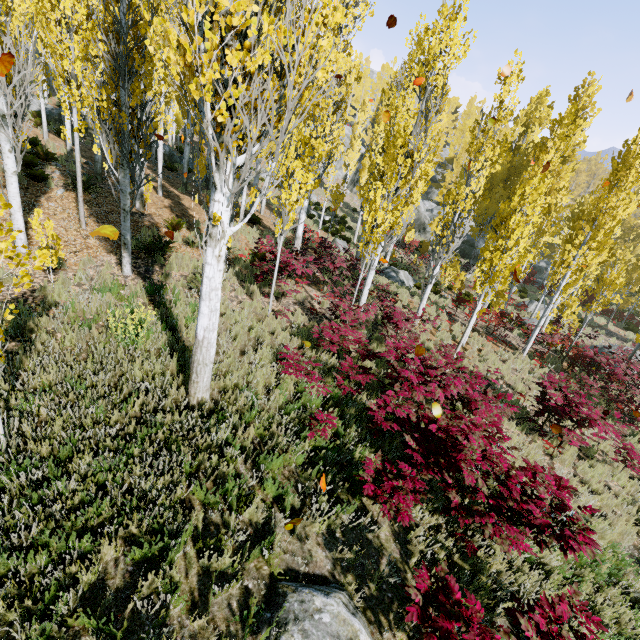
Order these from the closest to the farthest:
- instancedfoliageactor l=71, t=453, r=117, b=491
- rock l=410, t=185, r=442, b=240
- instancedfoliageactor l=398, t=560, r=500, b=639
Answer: instancedfoliageactor l=398, t=560, r=500, b=639 < instancedfoliageactor l=71, t=453, r=117, b=491 < rock l=410, t=185, r=442, b=240

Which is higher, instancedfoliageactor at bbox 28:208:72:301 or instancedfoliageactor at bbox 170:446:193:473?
instancedfoliageactor at bbox 28:208:72:301

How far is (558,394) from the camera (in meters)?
8.65

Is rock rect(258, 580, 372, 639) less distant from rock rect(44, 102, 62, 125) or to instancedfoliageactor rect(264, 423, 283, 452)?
instancedfoliageactor rect(264, 423, 283, 452)

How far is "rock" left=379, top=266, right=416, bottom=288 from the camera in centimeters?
1887cm

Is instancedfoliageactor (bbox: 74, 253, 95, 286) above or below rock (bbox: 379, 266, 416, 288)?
above

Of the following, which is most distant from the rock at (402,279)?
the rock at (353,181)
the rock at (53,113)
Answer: the rock at (353,181)

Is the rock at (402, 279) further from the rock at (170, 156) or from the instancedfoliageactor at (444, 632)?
the rock at (170, 156)
